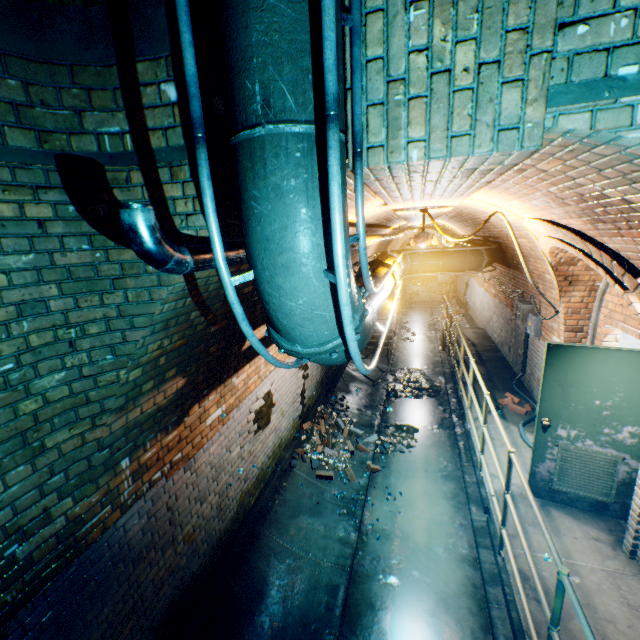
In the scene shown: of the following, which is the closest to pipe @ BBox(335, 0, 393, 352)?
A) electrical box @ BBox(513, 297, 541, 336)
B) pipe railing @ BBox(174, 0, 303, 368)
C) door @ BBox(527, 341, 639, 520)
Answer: pipe railing @ BBox(174, 0, 303, 368)

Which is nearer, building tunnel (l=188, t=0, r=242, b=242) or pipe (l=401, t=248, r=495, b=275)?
building tunnel (l=188, t=0, r=242, b=242)

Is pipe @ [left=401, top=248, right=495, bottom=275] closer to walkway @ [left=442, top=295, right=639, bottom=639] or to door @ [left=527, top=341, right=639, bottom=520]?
walkway @ [left=442, top=295, right=639, bottom=639]

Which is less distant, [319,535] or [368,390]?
[319,535]

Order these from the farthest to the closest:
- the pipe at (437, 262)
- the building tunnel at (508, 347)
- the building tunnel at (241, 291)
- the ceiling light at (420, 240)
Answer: the building tunnel at (508, 347) < the pipe at (437, 262) < the ceiling light at (420, 240) < the building tunnel at (241, 291)

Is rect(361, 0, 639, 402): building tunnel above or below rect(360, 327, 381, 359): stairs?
above

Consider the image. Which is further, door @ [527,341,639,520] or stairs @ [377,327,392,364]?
stairs @ [377,327,392,364]

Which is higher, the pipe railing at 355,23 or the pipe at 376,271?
the pipe railing at 355,23
